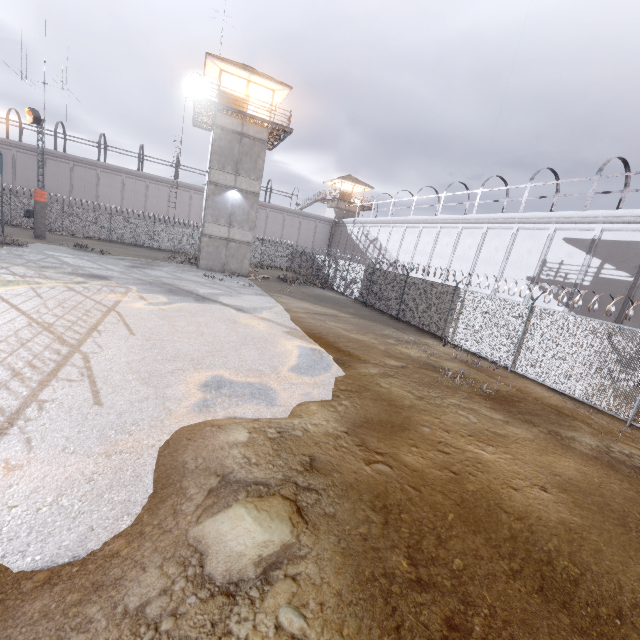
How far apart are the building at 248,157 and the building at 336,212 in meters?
23.6

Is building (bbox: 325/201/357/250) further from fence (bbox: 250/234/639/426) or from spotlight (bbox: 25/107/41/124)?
spotlight (bbox: 25/107/41/124)

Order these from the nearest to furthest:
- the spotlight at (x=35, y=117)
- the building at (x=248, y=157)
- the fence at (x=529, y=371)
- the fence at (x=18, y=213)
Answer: the fence at (x=529, y=371) → the fence at (x=18, y=213) → the spotlight at (x=35, y=117) → the building at (x=248, y=157)

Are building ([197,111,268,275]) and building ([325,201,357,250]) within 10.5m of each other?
no

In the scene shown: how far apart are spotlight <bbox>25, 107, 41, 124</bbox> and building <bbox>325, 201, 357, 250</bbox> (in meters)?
33.68

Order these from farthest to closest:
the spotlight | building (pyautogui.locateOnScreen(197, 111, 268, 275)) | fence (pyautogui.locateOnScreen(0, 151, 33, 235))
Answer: building (pyautogui.locateOnScreen(197, 111, 268, 275)), the spotlight, fence (pyautogui.locateOnScreen(0, 151, 33, 235))

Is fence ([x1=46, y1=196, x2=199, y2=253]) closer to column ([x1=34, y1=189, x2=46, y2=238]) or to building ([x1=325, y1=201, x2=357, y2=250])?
column ([x1=34, y1=189, x2=46, y2=238])

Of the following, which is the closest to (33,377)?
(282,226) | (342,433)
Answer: (342,433)
